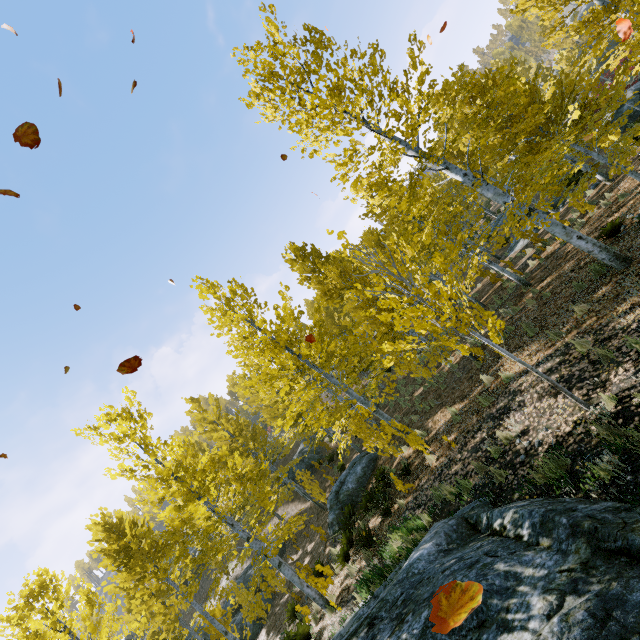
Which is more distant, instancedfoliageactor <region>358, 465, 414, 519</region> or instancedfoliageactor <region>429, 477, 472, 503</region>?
instancedfoliageactor <region>358, 465, 414, 519</region>

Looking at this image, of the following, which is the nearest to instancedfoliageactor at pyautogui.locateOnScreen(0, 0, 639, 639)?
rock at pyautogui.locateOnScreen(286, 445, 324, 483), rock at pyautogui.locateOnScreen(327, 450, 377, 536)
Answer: rock at pyautogui.locateOnScreen(286, 445, 324, 483)

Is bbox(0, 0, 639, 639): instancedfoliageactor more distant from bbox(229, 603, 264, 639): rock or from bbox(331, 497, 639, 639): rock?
bbox(229, 603, 264, 639): rock

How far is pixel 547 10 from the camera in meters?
10.4

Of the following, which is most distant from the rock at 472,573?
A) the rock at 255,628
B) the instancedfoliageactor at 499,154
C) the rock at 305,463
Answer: the rock at 305,463

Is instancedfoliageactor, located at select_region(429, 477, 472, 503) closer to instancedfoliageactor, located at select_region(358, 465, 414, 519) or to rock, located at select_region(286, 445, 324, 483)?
rock, located at select_region(286, 445, 324, 483)

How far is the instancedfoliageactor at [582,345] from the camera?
5.62m

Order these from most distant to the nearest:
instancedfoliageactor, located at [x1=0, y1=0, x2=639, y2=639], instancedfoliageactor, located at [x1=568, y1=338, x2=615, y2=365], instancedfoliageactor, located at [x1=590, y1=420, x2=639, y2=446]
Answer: instancedfoliageactor, located at [x1=0, y1=0, x2=639, y2=639] → instancedfoliageactor, located at [x1=568, y1=338, x2=615, y2=365] → instancedfoliageactor, located at [x1=590, y1=420, x2=639, y2=446]
